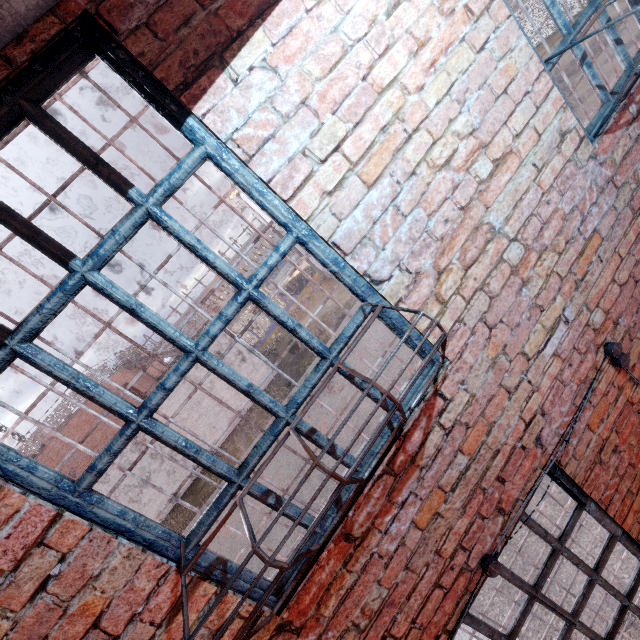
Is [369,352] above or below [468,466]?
below

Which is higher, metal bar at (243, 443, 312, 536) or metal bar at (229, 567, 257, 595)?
metal bar at (243, 443, 312, 536)

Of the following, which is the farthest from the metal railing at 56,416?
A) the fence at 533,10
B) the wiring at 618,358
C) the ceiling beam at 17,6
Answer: the wiring at 618,358

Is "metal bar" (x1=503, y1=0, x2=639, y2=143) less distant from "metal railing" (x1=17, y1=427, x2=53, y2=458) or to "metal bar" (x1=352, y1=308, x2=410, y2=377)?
"metal bar" (x1=352, y1=308, x2=410, y2=377)

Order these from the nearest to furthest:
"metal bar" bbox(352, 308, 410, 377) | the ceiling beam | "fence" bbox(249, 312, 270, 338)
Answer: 1. the ceiling beam
2. "metal bar" bbox(352, 308, 410, 377)
3. "fence" bbox(249, 312, 270, 338)

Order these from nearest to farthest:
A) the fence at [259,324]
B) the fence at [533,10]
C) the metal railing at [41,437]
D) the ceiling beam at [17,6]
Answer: the ceiling beam at [17,6] → the metal railing at [41,437] → the fence at [533,10] → the fence at [259,324]

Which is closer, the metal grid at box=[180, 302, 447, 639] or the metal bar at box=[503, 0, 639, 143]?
the metal grid at box=[180, 302, 447, 639]

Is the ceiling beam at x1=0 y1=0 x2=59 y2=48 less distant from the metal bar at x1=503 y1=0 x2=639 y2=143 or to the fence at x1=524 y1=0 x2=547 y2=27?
the metal bar at x1=503 y1=0 x2=639 y2=143
